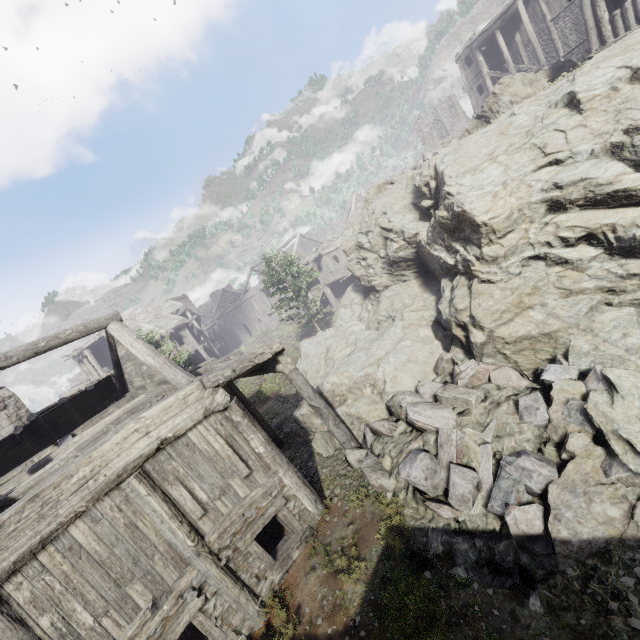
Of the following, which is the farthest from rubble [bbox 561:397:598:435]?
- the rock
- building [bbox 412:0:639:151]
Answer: building [bbox 412:0:639:151]

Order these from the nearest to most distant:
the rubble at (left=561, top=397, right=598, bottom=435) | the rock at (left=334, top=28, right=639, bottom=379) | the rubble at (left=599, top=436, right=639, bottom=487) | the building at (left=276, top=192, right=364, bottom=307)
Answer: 1. the rubble at (left=599, top=436, right=639, bottom=487)
2. the rubble at (left=561, top=397, right=598, bottom=435)
3. the rock at (left=334, top=28, right=639, bottom=379)
4. the building at (left=276, top=192, right=364, bottom=307)

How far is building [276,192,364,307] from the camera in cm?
3228

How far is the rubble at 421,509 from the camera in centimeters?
530cm

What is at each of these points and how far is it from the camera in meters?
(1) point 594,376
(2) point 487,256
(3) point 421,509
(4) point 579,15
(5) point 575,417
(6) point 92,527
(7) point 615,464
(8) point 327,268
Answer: (1) rubble, 6.2 m
(2) rock, 8.2 m
(3) rubble, 6.8 m
(4) building, 24.6 m
(5) rubble, 6.0 m
(6) building, 5.7 m
(7) rubble, 5.2 m
(8) building, 34.2 m

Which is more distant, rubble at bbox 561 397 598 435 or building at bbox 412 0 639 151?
building at bbox 412 0 639 151

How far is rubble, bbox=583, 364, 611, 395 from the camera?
6.0 meters

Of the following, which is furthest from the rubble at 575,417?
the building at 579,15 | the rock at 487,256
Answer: the building at 579,15
